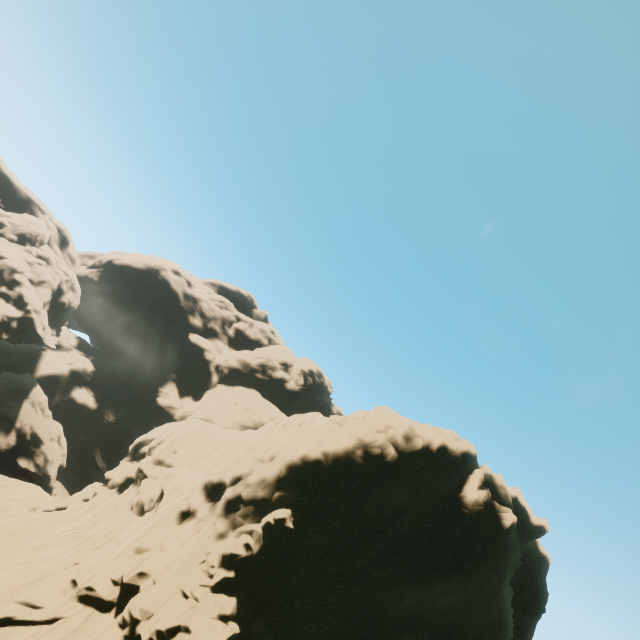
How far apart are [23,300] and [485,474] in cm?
7064

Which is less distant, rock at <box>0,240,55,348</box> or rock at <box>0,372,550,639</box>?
rock at <box>0,372,550,639</box>

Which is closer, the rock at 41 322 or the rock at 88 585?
the rock at 88 585
